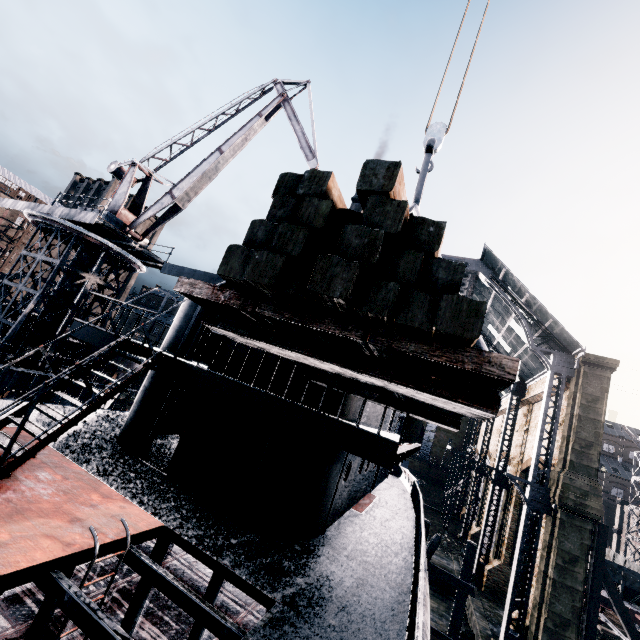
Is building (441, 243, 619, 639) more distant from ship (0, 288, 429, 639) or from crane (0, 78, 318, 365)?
crane (0, 78, 318, 365)

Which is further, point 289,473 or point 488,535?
point 488,535

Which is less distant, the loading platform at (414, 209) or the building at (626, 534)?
the loading platform at (414, 209)

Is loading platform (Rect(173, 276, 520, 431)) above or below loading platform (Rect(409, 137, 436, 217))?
below

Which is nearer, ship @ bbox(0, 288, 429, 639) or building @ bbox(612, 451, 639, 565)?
ship @ bbox(0, 288, 429, 639)

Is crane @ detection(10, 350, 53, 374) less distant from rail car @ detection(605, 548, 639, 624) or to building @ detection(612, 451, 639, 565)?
building @ detection(612, 451, 639, 565)

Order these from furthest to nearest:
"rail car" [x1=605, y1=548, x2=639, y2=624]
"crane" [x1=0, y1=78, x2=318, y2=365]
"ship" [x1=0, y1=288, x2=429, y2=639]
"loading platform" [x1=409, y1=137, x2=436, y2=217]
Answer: "rail car" [x1=605, y1=548, x2=639, y2=624]
"crane" [x1=0, y1=78, x2=318, y2=365]
"loading platform" [x1=409, y1=137, x2=436, y2=217]
"ship" [x1=0, y1=288, x2=429, y2=639]

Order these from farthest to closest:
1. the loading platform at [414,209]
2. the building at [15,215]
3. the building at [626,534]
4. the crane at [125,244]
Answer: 1. the building at [15,215]
2. the building at [626,534]
3. the crane at [125,244]
4. the loading platform at [414,209]
